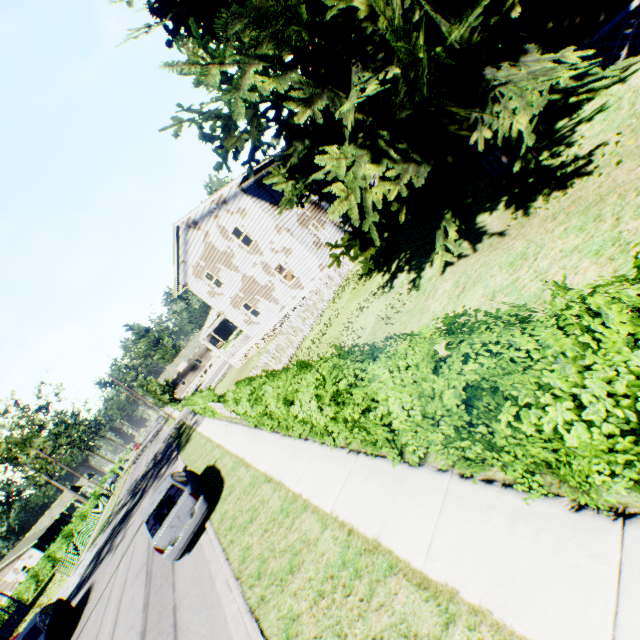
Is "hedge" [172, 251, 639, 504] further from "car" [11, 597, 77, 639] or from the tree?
the tree

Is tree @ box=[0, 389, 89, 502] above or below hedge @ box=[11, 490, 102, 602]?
above

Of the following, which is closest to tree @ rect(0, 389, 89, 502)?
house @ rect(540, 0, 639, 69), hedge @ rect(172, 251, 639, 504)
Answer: house @ rect(540, 0, 639, 69)

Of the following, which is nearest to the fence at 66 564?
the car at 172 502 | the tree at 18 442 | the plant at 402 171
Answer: the tree at 18 442

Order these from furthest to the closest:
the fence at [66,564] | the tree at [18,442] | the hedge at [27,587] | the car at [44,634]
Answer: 1. the tree at [18,442]
2. the hedge at [27,587]
3. the fence at [66,564]
4. the car at [44,634]

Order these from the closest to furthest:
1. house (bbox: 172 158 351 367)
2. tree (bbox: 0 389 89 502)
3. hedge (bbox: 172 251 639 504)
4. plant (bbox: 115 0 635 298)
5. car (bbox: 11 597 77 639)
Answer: hedge (bbox: 172 251 639 504), plant (bbox: 115 0 635 298), car (bbox: 11 597 77 639), house (bbox: 172 158 351 367), tree (bbox: 0 389 89 502)

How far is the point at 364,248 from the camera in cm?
952

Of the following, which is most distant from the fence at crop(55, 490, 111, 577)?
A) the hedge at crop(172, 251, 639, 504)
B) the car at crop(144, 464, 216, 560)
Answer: the hedge at crop(172, 251, 639, 504)
